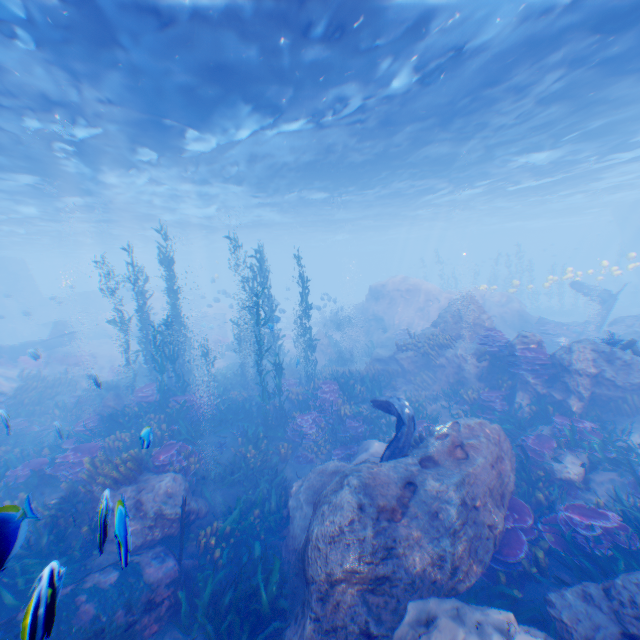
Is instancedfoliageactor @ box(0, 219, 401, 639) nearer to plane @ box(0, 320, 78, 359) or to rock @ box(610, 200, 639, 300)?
rock @ box(610, 200, 639, 300)

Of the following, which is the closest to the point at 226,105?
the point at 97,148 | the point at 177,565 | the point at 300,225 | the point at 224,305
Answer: the point at 97,148

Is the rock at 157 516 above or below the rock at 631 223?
below

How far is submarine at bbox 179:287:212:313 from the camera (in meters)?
44.62

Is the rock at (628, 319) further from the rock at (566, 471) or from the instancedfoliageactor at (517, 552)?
the rock at (566, 471)

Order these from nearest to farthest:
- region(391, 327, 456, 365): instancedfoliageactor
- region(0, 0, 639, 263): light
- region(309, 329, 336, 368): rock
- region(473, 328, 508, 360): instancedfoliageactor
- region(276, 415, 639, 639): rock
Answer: region(276, 415, 639, 639): rock
region(0, 0, 639, 263): light
region(473, 328, 508, 360): instancedfoliageactor
region(391, 327, 456, 365): instancedfoliageactor
region(309, 329, 336, 368): rock

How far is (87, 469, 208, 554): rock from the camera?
2.35m
